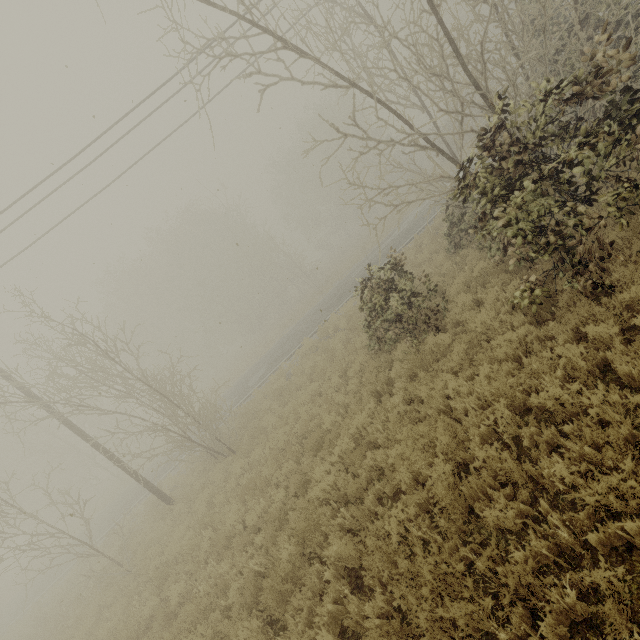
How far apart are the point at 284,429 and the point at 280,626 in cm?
537
